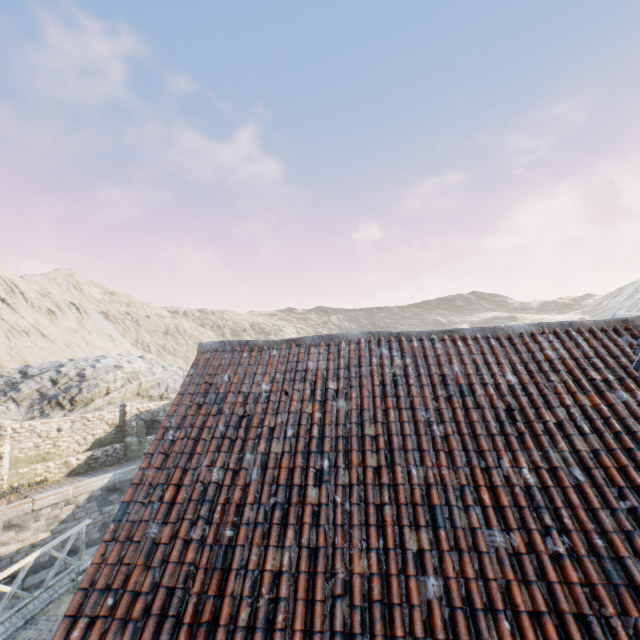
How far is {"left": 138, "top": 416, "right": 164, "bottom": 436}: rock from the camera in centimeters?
2136cm

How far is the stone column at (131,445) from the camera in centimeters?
1942cm

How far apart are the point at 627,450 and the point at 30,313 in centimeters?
8074cm

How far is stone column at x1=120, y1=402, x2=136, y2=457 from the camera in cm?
1942

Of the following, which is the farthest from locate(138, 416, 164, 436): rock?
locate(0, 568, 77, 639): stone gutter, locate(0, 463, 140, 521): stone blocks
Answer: locate(0, 568, 77, 639): stone gutter

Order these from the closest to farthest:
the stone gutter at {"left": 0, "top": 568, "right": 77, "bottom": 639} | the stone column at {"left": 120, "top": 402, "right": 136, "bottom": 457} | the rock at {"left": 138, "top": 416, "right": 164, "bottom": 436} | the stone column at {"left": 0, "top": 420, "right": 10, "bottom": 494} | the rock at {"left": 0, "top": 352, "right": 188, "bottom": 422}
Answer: the stone gutter at {"left": 0, "top": 568, "right": 77, "bottom": 639}, the stone column at {"left": 0, "top": 420, "right": 10, "bottom": 494}, the stone column at {"left": 120, "top": 402, "right": 136, "bottom": 457}, the rock at {"left": 138, "top": 416, "right": 164, "bottom": 436}, the rock at {"left": 0, "top": 352, "right": 188, "bottom": 422}

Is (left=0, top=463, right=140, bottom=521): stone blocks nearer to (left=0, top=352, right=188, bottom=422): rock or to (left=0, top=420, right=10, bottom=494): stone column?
(left=0, top=352, right=188, bottom=422): rock

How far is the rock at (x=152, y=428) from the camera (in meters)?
21.36
